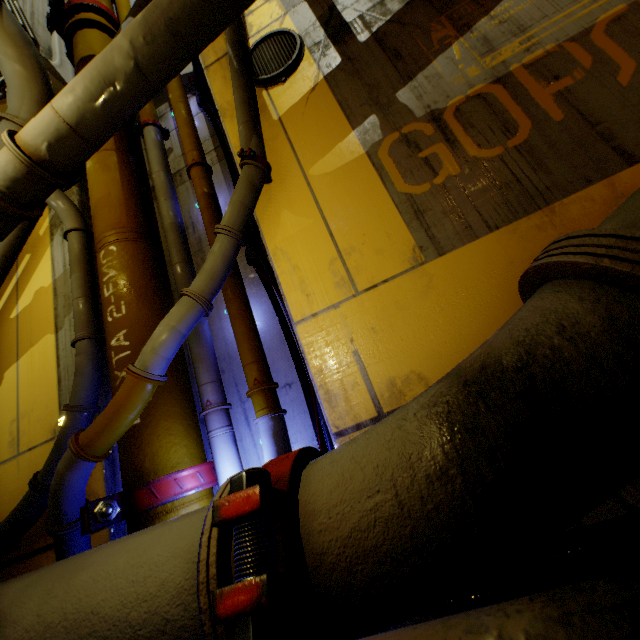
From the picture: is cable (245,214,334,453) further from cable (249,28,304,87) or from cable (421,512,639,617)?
cable (421,512,639,617)

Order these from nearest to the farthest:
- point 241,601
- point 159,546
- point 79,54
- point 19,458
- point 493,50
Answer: point 241,601 → point 159,546 → point 493,50 → point 19,458 → point 79,54

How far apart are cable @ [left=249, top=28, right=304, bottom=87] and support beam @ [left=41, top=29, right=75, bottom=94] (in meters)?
3.23

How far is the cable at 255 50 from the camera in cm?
387

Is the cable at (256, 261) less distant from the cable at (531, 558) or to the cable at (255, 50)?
the cable at (255, 50)

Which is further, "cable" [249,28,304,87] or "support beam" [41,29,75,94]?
"support beam" [41,29,75,94]

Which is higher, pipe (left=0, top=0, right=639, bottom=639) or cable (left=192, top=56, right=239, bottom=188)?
cable (left=192, top=56, right=239, bottom=188)

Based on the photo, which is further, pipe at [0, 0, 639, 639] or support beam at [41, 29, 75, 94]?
support beam at [41, 29, 75, 94]
